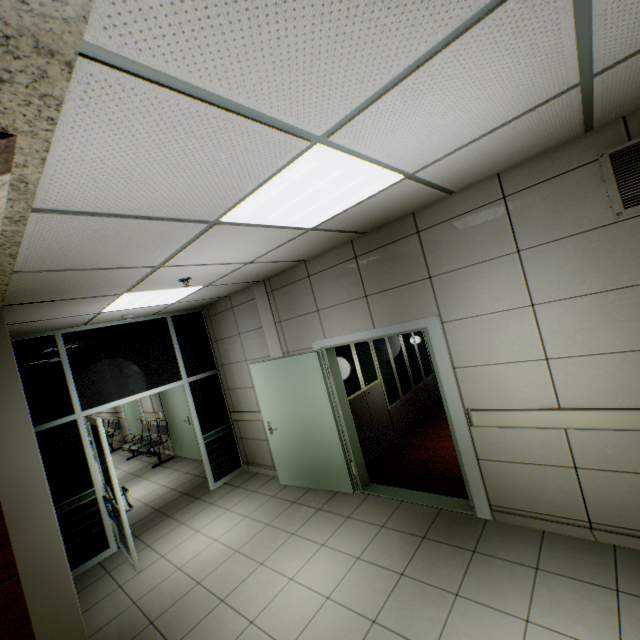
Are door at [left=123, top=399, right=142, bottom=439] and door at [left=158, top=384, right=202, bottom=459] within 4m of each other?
yes

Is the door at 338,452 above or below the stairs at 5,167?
below

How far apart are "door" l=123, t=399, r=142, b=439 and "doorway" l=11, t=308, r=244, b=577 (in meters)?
4.84

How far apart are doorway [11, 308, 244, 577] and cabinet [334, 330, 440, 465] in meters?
2.6

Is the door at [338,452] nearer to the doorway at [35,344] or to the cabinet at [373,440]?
the cabinet at [373,440]

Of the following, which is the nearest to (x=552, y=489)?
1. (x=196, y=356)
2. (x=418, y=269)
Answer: (x=418, y=269)

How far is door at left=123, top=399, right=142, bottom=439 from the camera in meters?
9.7

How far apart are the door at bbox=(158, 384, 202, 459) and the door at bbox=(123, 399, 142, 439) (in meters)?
1.67
